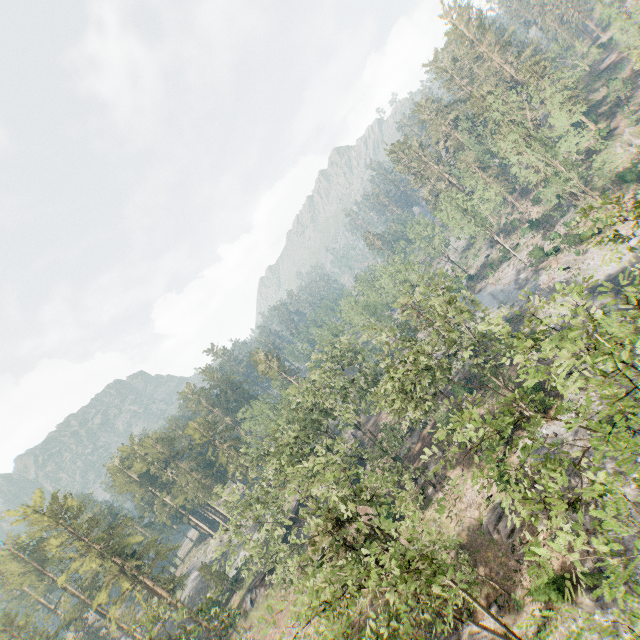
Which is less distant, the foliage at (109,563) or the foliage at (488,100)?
the foliage at (109,563)

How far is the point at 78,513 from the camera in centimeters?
4772cm

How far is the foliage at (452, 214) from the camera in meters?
51.1

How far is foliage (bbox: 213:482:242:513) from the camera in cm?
3462

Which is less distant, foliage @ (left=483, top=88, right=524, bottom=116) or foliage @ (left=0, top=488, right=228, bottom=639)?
foliage @ (left=0, top=488, right=228, bottom=639)

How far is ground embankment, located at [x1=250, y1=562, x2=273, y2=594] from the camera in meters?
49.0

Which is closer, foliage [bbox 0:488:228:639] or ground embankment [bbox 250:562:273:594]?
foliage [bbox 0:488:228:639]

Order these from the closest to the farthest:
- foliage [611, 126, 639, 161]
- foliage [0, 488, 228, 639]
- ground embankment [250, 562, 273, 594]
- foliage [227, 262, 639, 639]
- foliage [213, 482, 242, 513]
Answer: foliage [227, 262, 639, 639] < foliage [0, 488, 228, 639] < foliage [213, 482, 242, 513] < foliage [611, 126, 639, 161] < ground embankment [250, 562, 273, 594]
